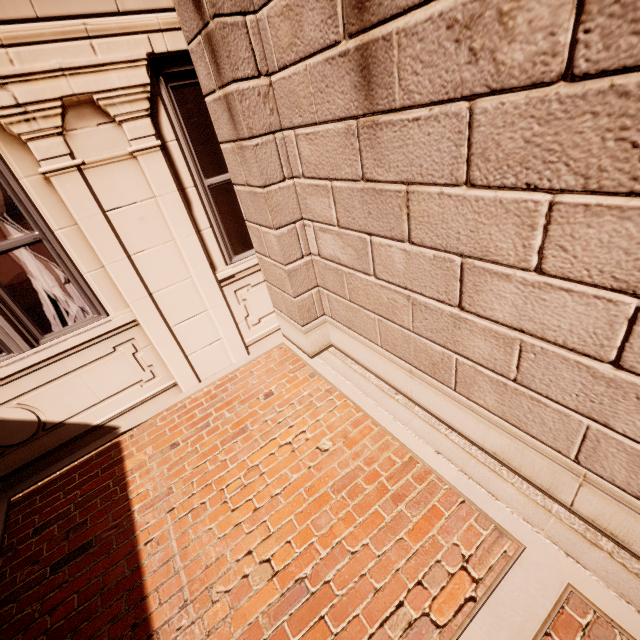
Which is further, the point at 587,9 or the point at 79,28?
the point at 79,28
